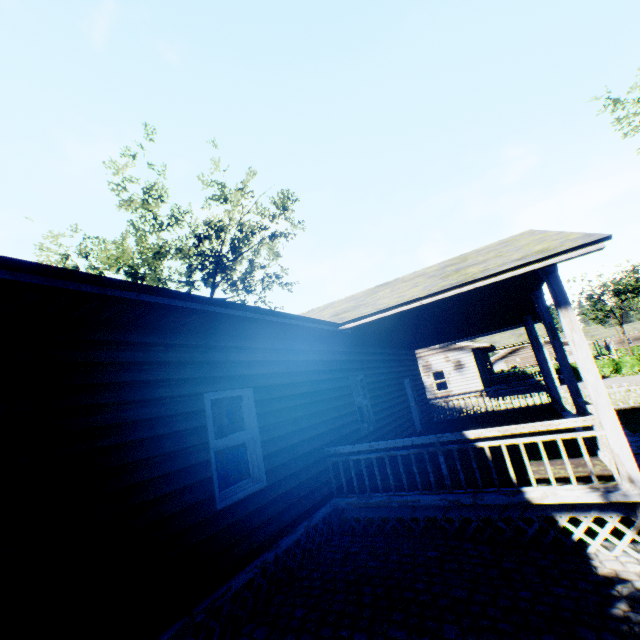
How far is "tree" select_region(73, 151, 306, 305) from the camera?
22.0 meters

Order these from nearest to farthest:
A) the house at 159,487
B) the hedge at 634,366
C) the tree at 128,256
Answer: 1. the house at 159,487
2. the tree at 128,256
3. the hedge at 634,366

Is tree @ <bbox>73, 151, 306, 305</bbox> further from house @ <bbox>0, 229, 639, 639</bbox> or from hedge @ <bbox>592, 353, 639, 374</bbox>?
hedge @ <bbox>592, 353, 639, 374</bbox>

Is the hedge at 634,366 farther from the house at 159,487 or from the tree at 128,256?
the tree at 128,256

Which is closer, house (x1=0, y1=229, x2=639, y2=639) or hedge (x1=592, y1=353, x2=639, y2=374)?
house (x1=0, y1=229, x2=639, y2=639)

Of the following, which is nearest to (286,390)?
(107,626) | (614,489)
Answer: (107,626)

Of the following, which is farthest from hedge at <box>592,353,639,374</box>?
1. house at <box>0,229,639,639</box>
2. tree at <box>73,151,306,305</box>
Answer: tree at <box>73,151,306,305</box>
